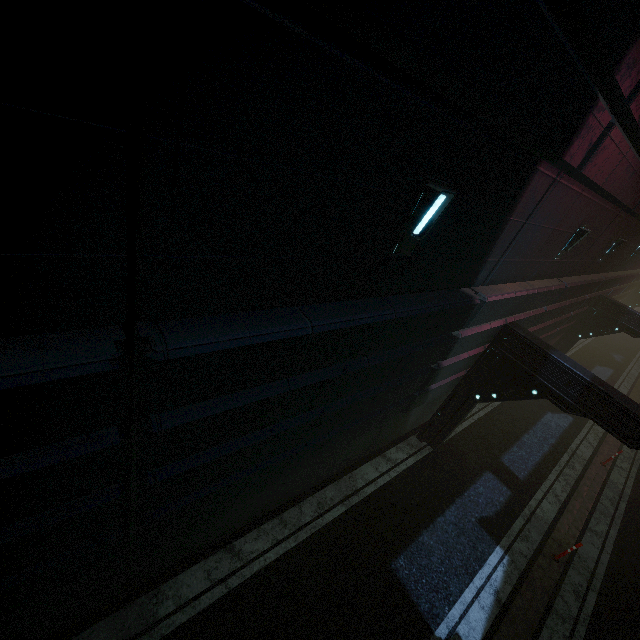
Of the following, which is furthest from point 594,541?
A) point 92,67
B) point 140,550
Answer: point 92,67
